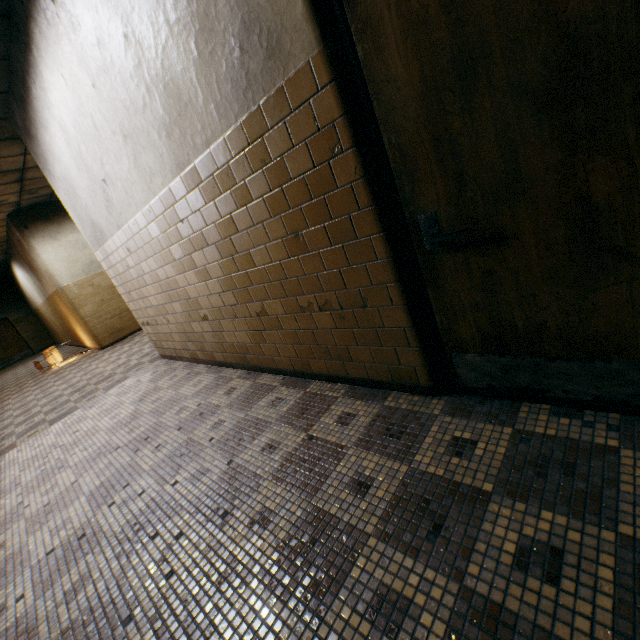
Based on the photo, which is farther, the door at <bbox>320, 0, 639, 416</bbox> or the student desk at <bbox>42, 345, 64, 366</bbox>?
the student desk at <bbox>42, 345, 64, 366</bbox>

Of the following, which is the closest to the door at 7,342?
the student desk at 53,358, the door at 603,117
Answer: the student desk at 53,358

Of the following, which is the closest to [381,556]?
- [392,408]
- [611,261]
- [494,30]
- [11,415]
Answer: [392,408]

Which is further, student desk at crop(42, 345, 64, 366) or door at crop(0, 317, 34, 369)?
door at crop(0, 317, 34, 369)

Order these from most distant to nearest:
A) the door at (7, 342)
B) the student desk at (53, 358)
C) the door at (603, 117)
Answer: the door at (7, 342)
the student desk at (53, 358)
the door at (603, 117)

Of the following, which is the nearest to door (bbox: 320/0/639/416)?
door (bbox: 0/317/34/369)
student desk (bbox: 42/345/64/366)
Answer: student desk (bbox: 42/345/64/366)

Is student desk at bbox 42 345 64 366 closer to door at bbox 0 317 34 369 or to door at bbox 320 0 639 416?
door at bbox 0 317 34 369
